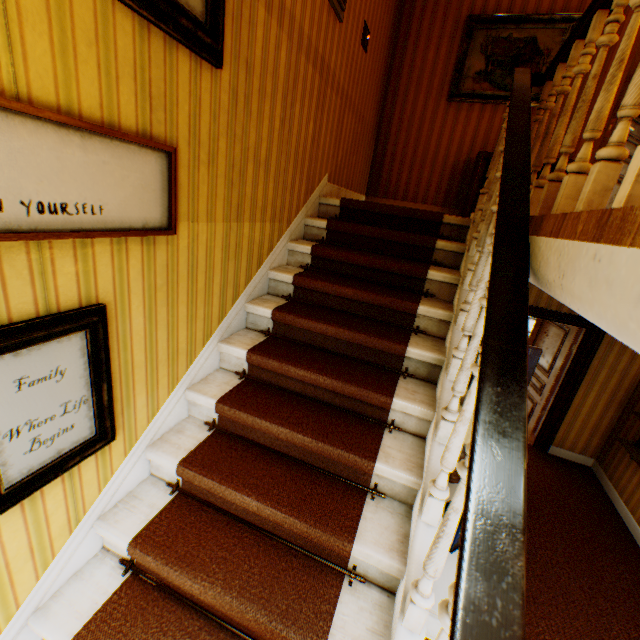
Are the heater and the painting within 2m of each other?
yes

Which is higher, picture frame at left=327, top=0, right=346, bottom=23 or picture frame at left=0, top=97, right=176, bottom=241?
picture frame at left=327, top=0, right=346, bottom=23

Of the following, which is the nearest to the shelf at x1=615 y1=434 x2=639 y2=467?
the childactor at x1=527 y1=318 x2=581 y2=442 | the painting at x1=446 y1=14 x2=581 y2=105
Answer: the childactor at x1=527 y1=318 x2=581 y2=442

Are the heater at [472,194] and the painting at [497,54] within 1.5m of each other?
yes

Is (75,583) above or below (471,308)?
below

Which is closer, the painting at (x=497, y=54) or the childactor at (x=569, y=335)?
the painting at (x=497, y=54)

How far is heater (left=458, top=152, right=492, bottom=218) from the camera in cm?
434

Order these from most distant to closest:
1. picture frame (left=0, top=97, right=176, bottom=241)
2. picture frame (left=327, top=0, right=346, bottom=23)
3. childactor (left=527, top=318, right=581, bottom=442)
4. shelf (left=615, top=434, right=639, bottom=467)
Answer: childactor (left=527, top=318, right=581, bottom=442), shelf (left=615, top=434, right=639, bottom=467), picture frame (left=327, top=0, right=346, bottom=23), picture frame (left=0, top=97, right=176, bottom=241)
